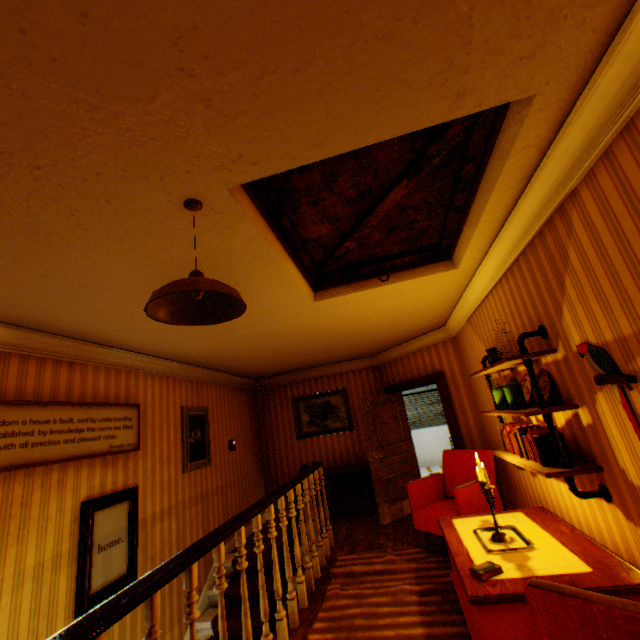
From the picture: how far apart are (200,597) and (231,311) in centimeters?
518cm

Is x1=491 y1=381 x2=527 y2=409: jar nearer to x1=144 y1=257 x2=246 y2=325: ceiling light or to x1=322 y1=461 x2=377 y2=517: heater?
x1=144 y1=257 x2=246 y2=325: ceiling light

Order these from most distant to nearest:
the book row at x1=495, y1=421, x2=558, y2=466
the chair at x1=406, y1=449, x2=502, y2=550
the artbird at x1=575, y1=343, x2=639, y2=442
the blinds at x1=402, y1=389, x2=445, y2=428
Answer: the blinds at x1=402, y1=389, x2=445, y2=428 → the chair at x1=406, y1=449, x2=502, y2=550 → the book row at x1=495, y1=421, x2=558, y2=466 → the artbird at x1=575, y1=343, x2=639, y2=442

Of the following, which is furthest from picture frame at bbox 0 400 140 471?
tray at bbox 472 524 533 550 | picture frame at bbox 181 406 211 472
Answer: tray at bbox 472 524 533 550

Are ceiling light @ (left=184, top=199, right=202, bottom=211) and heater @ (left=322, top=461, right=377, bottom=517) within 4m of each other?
no

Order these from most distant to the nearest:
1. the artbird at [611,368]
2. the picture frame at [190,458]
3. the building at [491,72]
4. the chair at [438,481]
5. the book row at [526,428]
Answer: the picture frame at [190,458] → the chair at [438,481] → the book row at [526,428] → the artbird at [611,368] → the building at [491,72]

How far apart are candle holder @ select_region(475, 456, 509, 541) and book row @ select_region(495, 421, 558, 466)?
0.4m

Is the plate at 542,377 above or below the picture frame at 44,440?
below
